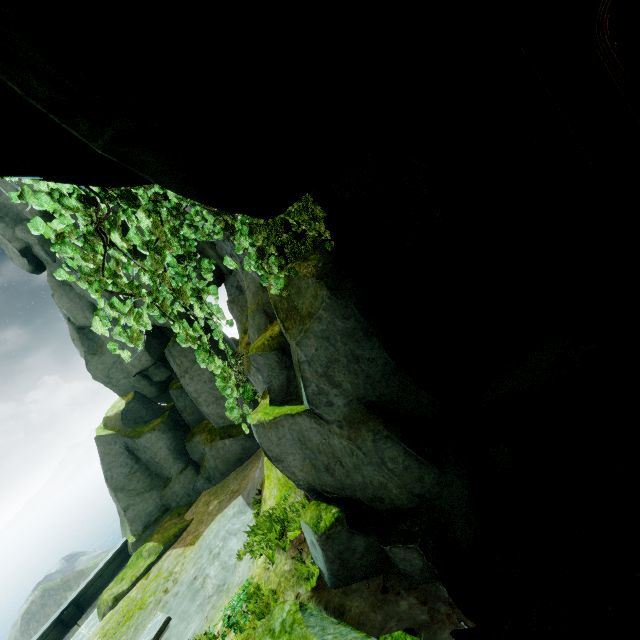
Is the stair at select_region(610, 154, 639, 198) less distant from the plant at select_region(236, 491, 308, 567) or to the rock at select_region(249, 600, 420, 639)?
the rock at select_region(249, 600, 420, 639)

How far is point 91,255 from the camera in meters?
2.9 m

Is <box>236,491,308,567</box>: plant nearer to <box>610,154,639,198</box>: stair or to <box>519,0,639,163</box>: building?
<box>610,154,639,198</box>: stair

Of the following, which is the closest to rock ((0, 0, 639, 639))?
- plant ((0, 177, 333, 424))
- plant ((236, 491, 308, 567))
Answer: plant ((0, 177, 333, 424))

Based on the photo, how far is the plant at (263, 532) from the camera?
6.18m

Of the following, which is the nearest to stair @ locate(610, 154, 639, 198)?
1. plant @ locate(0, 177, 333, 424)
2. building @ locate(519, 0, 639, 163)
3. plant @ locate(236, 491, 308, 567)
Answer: building @ locate(519, 0, 639, 163)

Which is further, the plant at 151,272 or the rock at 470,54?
the plant at 151,272

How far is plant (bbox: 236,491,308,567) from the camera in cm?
618
